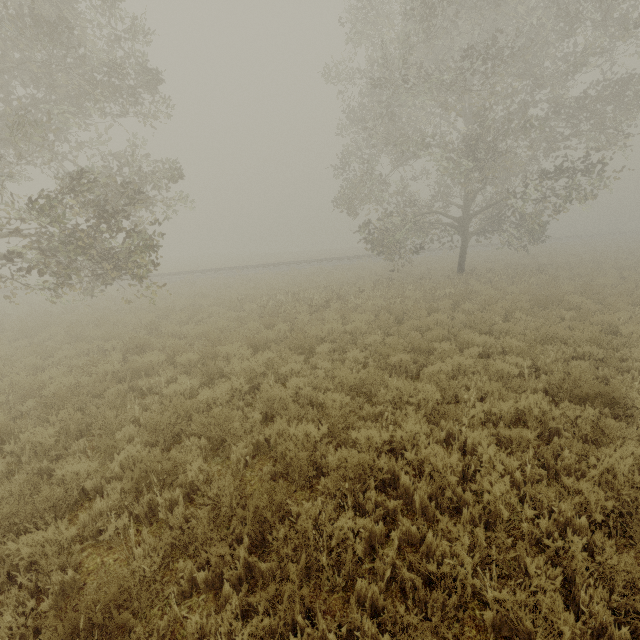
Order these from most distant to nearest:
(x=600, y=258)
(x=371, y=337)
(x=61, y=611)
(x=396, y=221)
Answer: (x=600, y=258) < (x=396, y=221) < (x=371, y=337) < (x=61, y=611)

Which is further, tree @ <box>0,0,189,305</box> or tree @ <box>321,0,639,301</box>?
tree @ <box>321,0,639,301</box>

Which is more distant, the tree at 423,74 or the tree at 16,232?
the tree at 423,74
